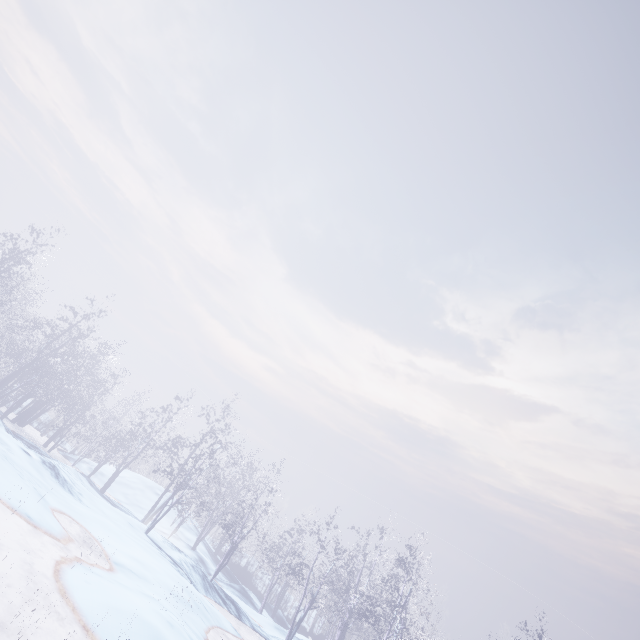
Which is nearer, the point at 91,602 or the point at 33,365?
the point at 91,602
